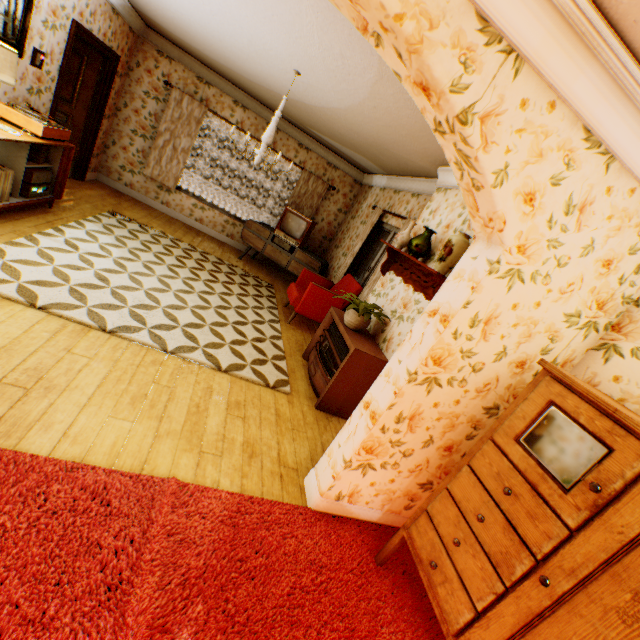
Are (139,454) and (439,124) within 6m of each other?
yes

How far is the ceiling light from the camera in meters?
4.0

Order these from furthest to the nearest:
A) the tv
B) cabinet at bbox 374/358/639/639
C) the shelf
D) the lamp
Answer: the tv < the shelf < the lamp < cabinet at bbox 374/358/639/639

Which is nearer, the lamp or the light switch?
the lamp

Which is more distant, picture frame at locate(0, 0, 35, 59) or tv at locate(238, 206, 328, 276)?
tv at locate(238, 206, 328, 276)

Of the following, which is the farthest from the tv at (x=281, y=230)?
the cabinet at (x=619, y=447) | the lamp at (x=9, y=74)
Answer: the cabinet at (x=619, y=447)

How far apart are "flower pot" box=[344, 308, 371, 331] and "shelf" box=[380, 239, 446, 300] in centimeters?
64cm

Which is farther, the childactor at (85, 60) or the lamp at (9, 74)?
the childactor at (85, 60)
